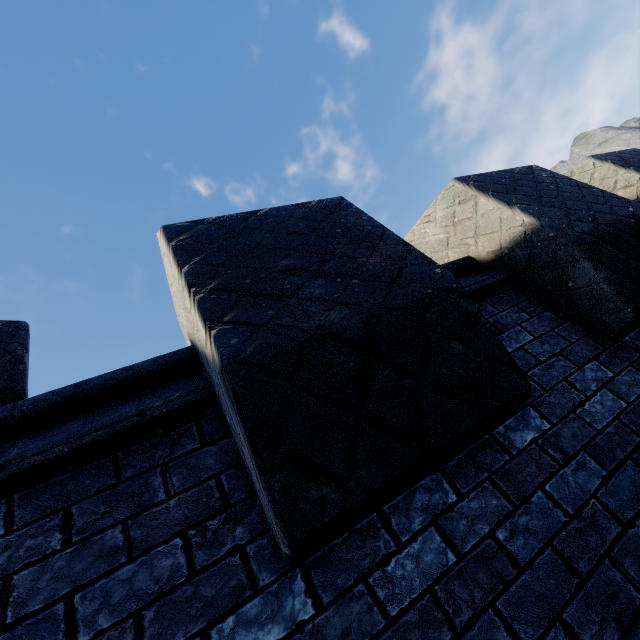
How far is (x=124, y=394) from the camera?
1.7 meters
